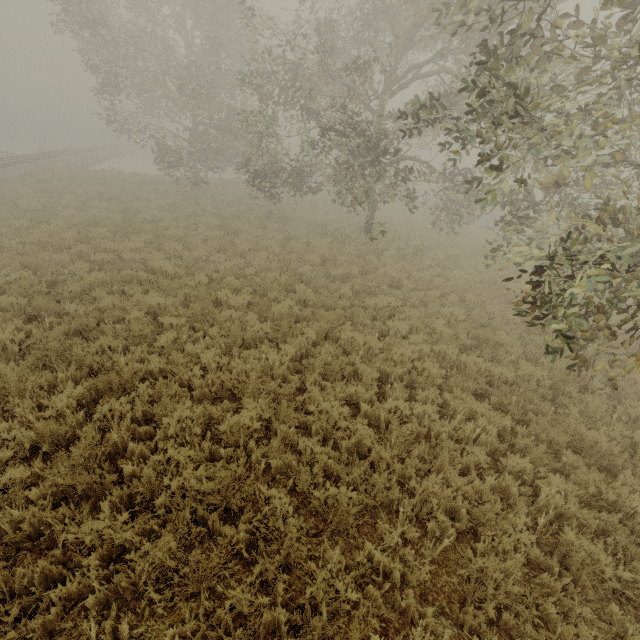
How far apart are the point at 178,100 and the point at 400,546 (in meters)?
30.62
